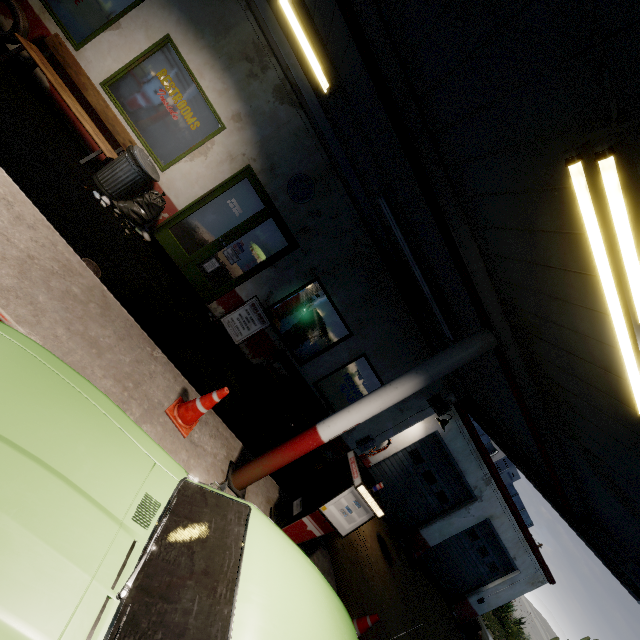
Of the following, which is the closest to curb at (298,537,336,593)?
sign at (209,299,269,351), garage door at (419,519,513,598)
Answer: sign at (209,299,269,351)

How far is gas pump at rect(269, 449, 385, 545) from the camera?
4.2 meters

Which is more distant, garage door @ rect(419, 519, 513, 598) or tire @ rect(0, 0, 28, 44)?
garage door @ rect(419, 519, 513, 598)

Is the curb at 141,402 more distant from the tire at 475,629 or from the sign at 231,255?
the tire at 475,629

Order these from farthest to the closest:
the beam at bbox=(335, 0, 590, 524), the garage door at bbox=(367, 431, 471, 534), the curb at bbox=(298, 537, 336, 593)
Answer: the garage door at bbox=(367, 431, 471, 534), the curb at bbox=(298, 537, 336, 593), the beam at bbox=(335, 0, 590, 524)

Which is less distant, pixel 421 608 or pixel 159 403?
pixel 159 403

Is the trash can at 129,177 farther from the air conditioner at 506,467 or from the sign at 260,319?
the air conditioner at 506,467

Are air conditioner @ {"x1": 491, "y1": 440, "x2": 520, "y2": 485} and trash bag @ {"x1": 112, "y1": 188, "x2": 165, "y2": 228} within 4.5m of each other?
no
